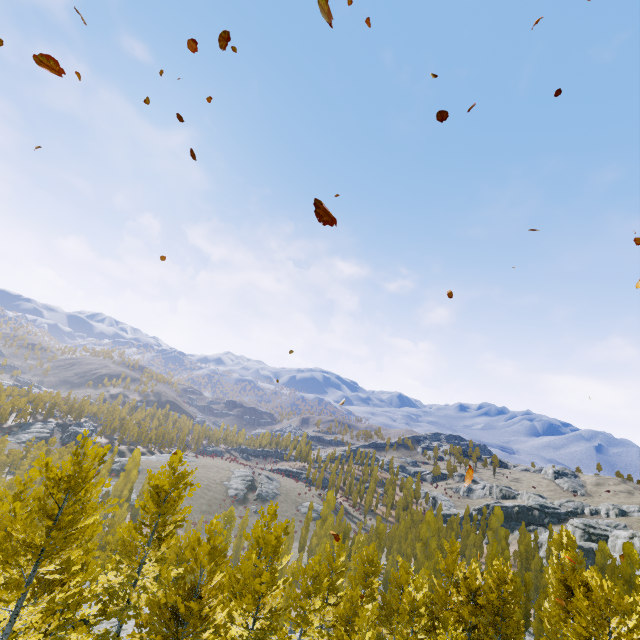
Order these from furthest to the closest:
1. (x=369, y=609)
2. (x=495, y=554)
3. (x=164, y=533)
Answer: (x=495, y=554), (x=369, y=609), (x=164, y=533)
